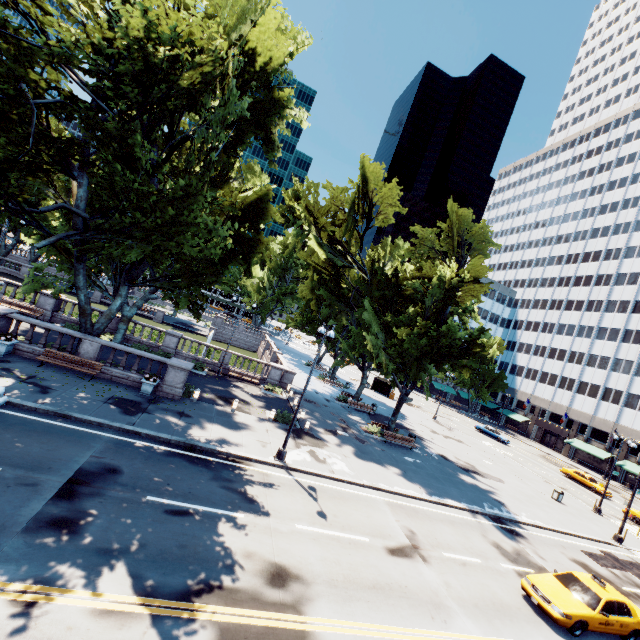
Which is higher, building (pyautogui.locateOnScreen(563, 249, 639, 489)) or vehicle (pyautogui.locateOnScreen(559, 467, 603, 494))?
building (pyautogui.locateOnScreen(563, 249, 639, 489))

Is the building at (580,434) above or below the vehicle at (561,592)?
above

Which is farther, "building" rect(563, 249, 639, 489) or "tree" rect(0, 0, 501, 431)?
"building" rect(563, 249, 639, 489)

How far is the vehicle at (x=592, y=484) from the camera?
37.5 meters

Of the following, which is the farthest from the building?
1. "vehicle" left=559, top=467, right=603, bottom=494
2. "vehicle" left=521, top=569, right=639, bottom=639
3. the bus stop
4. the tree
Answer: "vehicle" left=521, top=569, right=639, bottom=639

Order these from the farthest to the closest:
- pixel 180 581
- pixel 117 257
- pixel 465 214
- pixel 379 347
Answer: pixel 465 214
pixel 379 347
pixel 117 257
pixel 180 581

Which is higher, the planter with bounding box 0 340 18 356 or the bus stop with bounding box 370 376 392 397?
the bus stop with bounding box 370 376 392 397

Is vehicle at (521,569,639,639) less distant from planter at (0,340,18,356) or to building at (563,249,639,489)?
planter at (0,340,18,356)
